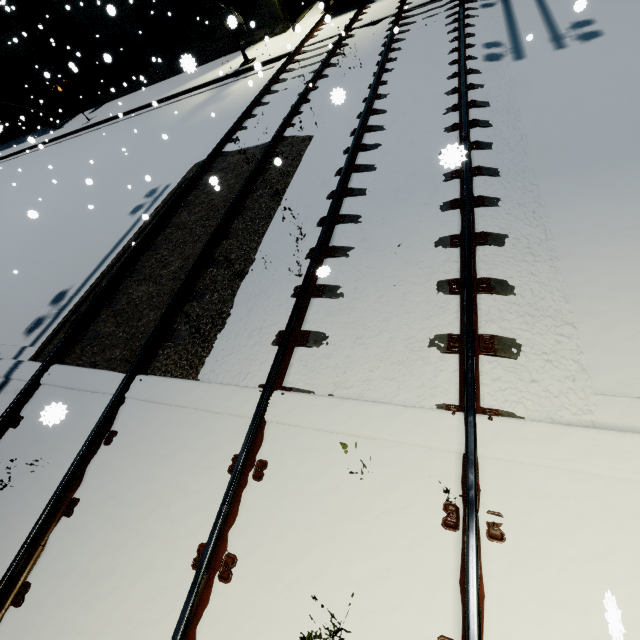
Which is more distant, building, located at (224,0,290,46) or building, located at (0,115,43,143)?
building, located at (0,115,43,143)

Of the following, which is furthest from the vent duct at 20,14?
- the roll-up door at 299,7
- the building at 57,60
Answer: the roll-up door at 299,7

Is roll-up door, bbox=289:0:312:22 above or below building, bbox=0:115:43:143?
below

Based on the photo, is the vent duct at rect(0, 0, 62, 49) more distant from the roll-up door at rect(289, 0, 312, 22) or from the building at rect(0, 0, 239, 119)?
the roll-up door at rect(289, 0, 312, 22)

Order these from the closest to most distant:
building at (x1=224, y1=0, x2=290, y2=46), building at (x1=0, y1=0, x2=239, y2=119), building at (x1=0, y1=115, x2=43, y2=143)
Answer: building at (x1=224, y1=0, x2=290, y2=46) < building at (x1=0, y1=0, x2=239, y2=119) < building at (x1=0, y1=115, x2=43, y2=143)

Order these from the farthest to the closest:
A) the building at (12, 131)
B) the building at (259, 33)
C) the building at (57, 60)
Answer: the building at (12, 131) → the building at (57, 60) → the building at (259, 33)

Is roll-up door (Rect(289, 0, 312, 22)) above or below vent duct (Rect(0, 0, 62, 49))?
below

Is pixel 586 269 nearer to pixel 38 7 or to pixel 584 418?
pixel 584 418
